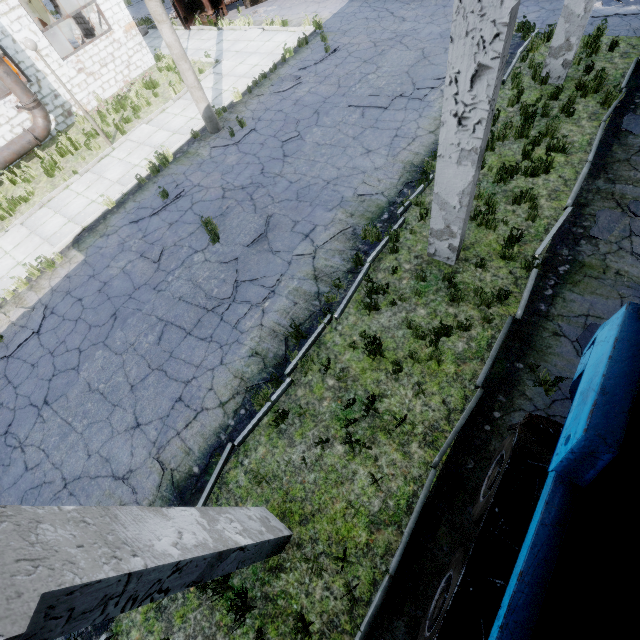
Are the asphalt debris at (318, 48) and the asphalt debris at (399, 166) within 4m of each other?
no

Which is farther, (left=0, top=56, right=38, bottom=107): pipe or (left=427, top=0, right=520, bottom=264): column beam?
(left=0, top=56, right=38, bottom=107): pipe

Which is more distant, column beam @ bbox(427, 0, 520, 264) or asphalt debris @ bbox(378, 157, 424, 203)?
asphalt debris @ bbox(378, 157, 424, 203)

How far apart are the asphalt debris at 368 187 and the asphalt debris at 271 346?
4.3m

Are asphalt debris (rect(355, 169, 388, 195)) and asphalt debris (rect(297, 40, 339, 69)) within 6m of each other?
no

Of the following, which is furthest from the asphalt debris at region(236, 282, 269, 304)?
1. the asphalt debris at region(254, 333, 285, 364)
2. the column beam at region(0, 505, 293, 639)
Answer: the column beam at region(0, 505, 293, 639)

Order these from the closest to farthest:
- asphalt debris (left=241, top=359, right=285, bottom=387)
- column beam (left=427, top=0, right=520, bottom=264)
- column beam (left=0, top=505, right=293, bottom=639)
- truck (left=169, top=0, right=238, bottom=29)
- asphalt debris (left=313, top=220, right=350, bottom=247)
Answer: column beam (left=0, top=505, right=293, bottom=639), column beam (left=427, top=0, right=520, bottom=264), asphalt debris (left=241, top=359, right=285, bottom=387), asphalt debris (left=313, top=220, right=350, bottom=247), truck (left=169, top=0, right=238, bottom=29)

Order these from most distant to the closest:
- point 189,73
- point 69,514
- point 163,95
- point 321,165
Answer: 1. point 163,95
2. point 189,73
3. point 321,165
4. point 69,514
